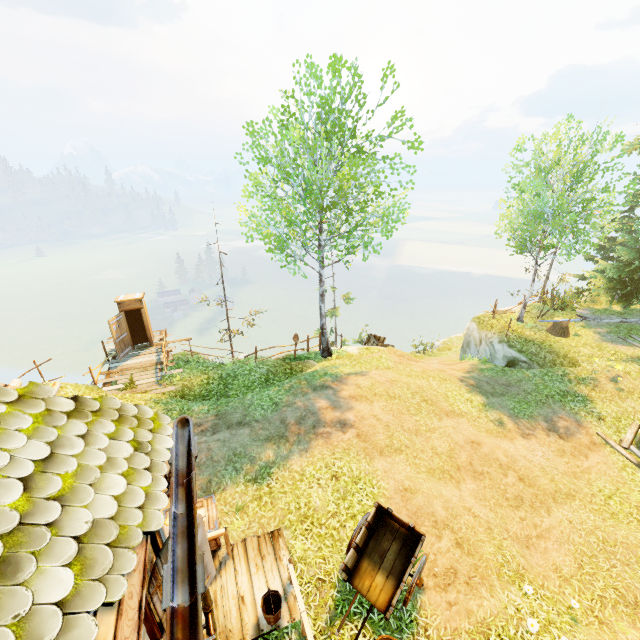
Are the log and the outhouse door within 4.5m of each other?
no

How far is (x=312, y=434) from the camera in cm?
1069

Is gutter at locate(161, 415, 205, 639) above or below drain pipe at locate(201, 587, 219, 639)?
above

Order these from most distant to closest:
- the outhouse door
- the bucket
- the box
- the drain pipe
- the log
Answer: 1. the log
2. the outhouse door
3. the box
4. the bucket
5. the drain pipe

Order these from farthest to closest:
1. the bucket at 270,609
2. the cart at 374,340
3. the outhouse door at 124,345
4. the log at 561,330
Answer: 1. the cart at 374,340
2. the log at 561,330
3. the outhouse door at 124,345
4. the bucket at 270,609

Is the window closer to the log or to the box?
the box

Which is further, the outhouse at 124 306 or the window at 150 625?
the outhouse at 124 306

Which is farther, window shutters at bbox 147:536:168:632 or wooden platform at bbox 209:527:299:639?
wooden platform at bbox 209:527:299:639
